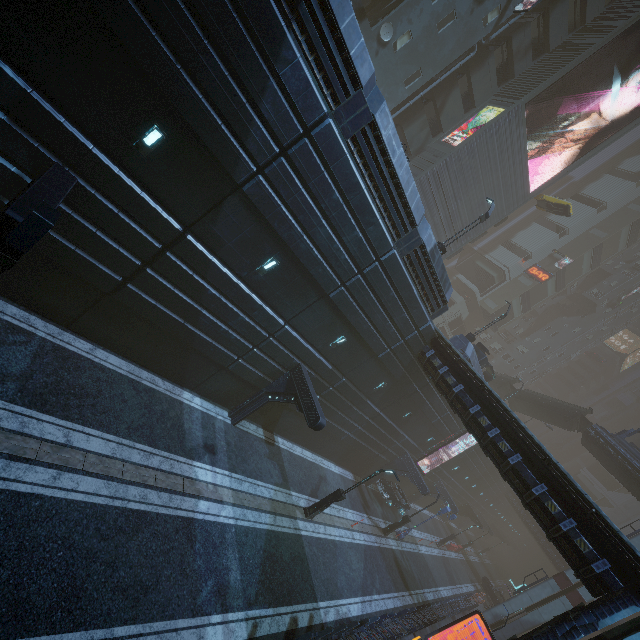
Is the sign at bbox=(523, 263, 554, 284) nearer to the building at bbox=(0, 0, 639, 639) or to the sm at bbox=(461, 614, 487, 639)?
the building at bbox=(0, 0, 639, 639)

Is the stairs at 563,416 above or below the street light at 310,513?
above

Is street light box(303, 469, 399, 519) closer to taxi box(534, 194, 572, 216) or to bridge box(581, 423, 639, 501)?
taxi box(534, 194, 572, 216)

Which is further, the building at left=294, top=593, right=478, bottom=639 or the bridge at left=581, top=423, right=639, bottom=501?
the bridge at left=581, top=423, right=639, bottom=501

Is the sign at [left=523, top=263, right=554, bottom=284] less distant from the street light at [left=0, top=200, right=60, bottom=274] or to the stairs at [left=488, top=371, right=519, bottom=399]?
the stairs at [left=488, top=371, right=519, bottom=399]

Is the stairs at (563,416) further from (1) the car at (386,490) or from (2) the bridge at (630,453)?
(1) the car at (386,490)

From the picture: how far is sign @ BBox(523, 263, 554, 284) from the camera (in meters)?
47.28

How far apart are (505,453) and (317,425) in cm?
858
